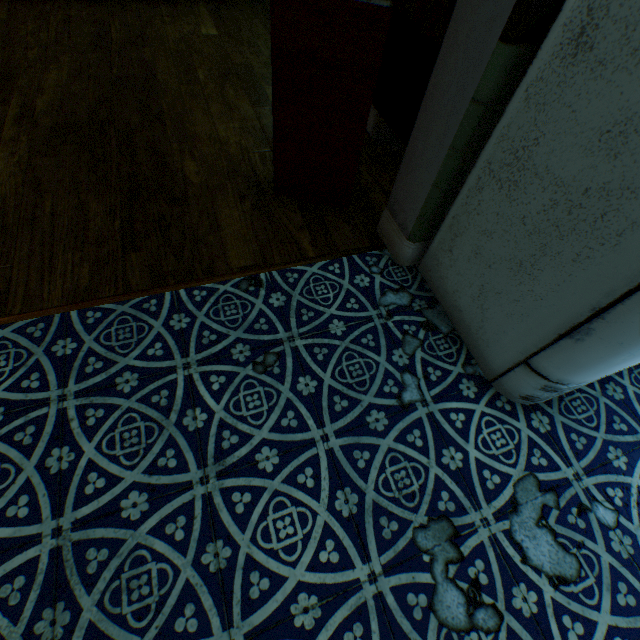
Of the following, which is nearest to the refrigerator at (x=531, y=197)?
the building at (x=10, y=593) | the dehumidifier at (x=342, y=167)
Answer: the building at (x=10, y=593)

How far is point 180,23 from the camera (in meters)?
3.03

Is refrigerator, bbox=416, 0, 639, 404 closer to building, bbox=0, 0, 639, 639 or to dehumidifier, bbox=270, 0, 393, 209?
building, bbox=0, 0, 639, 639

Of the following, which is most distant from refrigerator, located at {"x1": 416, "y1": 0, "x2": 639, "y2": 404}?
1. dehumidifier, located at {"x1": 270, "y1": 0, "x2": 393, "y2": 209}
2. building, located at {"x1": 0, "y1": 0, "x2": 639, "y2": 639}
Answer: dehumidifier, located at {"x1": 270, "y1": 0, "x2": 393, "y2": 209}

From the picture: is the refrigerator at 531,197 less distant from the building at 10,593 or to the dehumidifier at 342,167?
the building at 10,593
